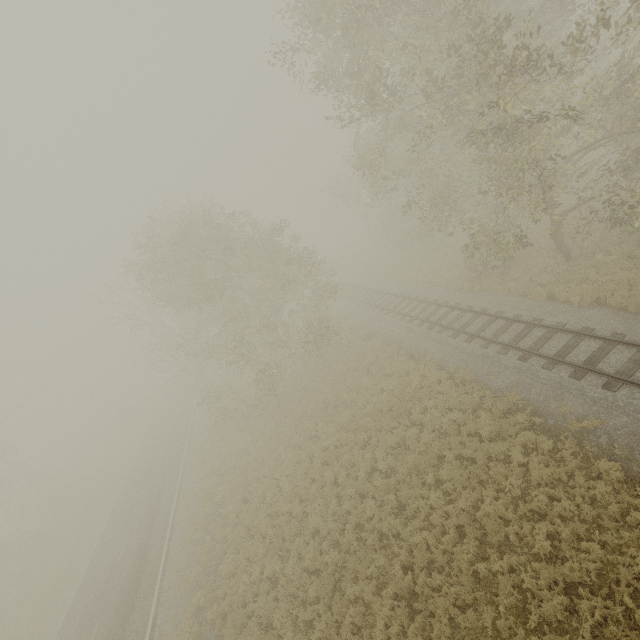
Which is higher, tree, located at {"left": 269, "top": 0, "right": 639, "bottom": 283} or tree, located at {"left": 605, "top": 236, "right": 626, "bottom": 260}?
tree, located at {"left": 269, "top": 0, "right": 639, "bottom": 283}

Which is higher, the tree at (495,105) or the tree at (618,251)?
the tree at (495,105)

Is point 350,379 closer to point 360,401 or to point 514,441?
point 360,401

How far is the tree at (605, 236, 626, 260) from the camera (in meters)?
14.91

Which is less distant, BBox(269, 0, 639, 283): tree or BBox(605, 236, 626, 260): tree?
BBox(269, 0, 639, 283): tree

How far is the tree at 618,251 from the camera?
14.91m
